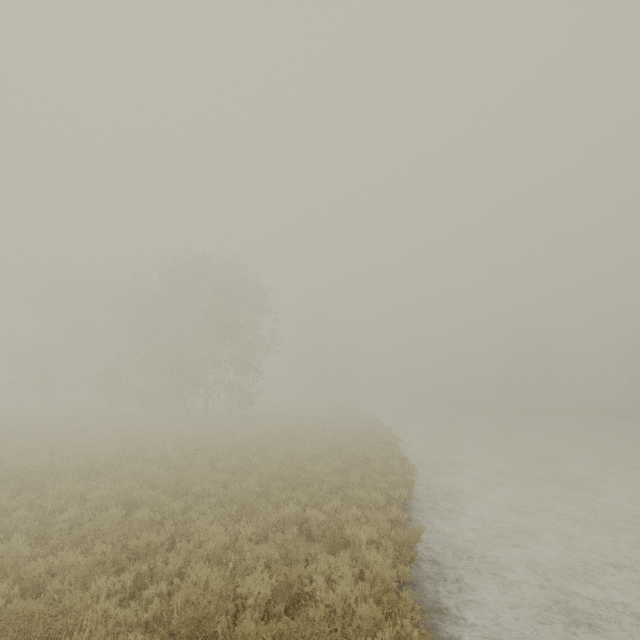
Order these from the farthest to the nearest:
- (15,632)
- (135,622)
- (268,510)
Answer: (268,510) → (135,622) → (15,632)
